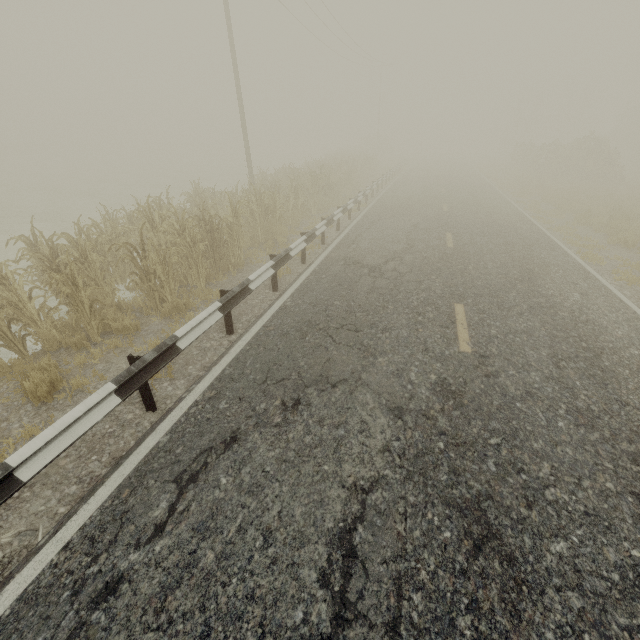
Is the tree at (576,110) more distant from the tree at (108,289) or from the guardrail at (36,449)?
the tree at (108,289)

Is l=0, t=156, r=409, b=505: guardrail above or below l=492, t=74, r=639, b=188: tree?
below

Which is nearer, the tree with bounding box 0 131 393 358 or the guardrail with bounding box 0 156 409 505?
the guardrail with bounding box 0 156 409 505

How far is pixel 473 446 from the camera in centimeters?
356cm

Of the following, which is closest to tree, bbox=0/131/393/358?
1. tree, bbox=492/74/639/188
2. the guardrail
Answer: the guardrail

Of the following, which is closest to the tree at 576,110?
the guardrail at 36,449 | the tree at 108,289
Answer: the guardrail at 36,449
